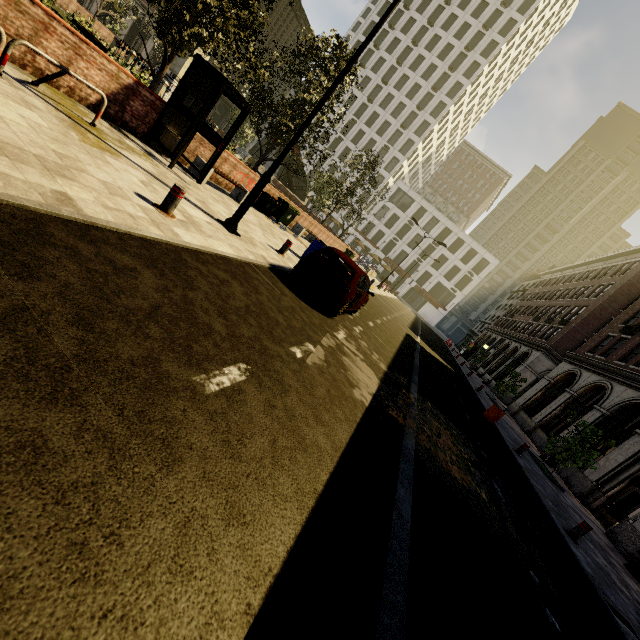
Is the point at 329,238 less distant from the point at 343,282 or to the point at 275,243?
the point at 275,243

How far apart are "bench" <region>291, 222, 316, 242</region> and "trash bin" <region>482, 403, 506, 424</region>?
13.3 meters

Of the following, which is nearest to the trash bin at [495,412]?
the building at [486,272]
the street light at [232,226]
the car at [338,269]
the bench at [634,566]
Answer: the bench at [634,566]

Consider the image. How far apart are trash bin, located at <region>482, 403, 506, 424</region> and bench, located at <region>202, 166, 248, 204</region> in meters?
14.0 m

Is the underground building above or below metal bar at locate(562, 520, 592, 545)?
above

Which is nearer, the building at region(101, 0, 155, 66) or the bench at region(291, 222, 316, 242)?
the bench at region(291, 222, 316, 242)

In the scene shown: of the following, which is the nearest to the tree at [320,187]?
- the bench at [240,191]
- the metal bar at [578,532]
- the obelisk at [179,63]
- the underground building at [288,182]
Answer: the underground building at [288,182]

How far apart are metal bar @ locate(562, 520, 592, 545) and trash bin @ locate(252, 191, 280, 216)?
15.30m
